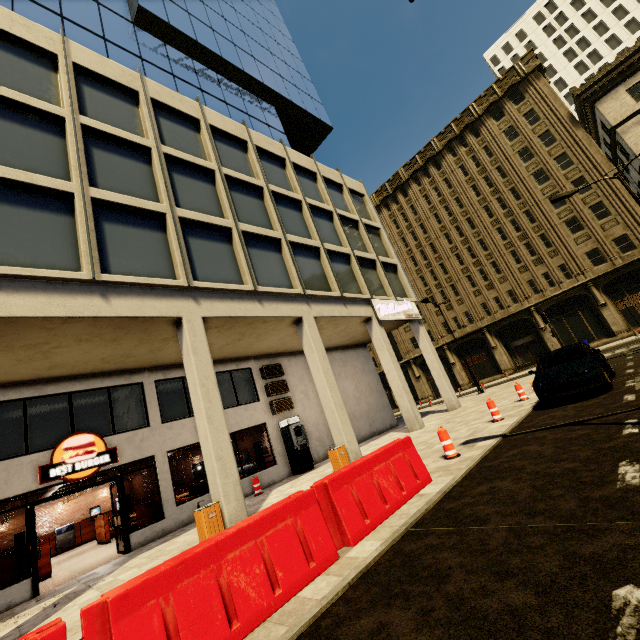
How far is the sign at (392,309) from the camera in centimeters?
1720cm

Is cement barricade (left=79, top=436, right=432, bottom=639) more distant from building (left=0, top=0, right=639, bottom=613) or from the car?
the car

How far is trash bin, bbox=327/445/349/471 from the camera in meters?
11.3

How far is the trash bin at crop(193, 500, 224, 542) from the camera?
7.75m

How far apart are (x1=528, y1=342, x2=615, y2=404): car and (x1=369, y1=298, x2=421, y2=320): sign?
7.29m

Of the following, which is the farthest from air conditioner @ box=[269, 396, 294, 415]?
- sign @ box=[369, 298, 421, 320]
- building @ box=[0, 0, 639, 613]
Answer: sign @ box=[369, 298, 421, 320]

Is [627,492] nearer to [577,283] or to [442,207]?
[577,283]

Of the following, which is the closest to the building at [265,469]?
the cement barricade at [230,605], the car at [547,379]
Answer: the cement barricade at [230,605]
